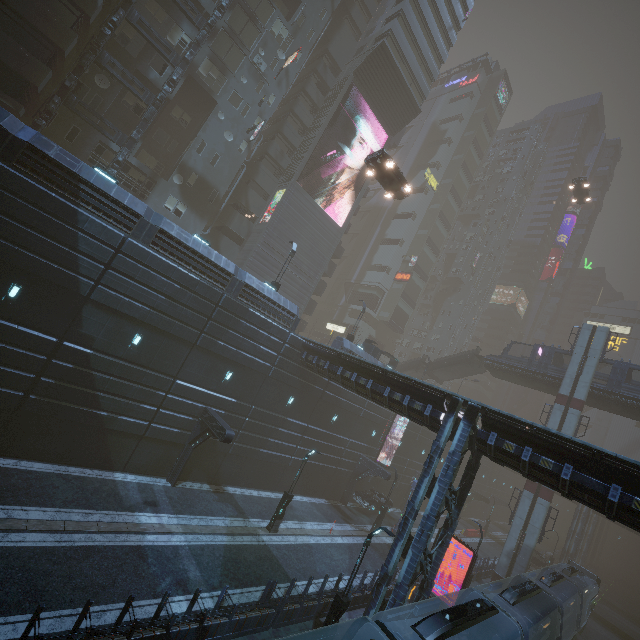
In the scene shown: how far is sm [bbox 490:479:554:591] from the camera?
28.72m

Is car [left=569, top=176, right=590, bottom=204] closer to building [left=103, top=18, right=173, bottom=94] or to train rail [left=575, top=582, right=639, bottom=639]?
building [left=103, top=18, right=173, bottom=94]

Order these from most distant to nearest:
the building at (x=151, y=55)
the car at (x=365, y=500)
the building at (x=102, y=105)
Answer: the car at (x=365, y=500), the building at (x=151, y=55), the building at (x=102, y=105)

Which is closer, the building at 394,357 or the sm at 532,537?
the sm at 532,537

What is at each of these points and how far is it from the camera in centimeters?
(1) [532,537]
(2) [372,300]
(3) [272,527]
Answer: (1) sm, 2900cm
(2) building, 5938cm
(3) street light, 1991cm

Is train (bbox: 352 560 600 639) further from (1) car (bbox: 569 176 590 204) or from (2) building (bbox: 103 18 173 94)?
(1) car (bbox: 569 176 590 204)

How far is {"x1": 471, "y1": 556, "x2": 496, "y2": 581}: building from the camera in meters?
28.5 m

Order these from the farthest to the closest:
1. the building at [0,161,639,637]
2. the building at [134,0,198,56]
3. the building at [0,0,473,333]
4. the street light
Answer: the building at [134,0,198,56]
the street light
the building at [0,0,473,333]
the building at [0,161,639,637]
